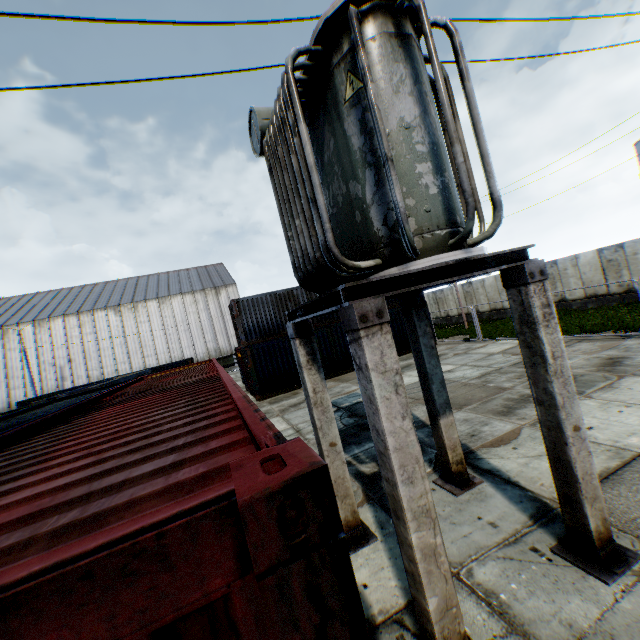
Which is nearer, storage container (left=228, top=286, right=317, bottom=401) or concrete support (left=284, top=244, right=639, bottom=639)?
concrete support (left=284, top=244, right=639, bottom=639)

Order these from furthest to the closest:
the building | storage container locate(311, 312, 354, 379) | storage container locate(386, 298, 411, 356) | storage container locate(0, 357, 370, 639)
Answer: the building
storage container locate(386, 298, 411, 356)
storage container locate(311, 312, 354, 379)
storage container locate(0, 357, 370, 639)

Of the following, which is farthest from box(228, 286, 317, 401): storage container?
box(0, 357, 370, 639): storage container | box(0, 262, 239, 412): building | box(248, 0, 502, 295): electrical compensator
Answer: box(0, 262, 239, 412): building

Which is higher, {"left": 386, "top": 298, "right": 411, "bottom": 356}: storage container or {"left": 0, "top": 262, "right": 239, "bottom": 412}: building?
{"left": 0, "top": 262, "right": 239, "bottom": 412}: building

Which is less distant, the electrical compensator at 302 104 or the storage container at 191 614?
the storage container at 191 614

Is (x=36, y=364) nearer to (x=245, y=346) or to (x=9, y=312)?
(x=9, y=312)

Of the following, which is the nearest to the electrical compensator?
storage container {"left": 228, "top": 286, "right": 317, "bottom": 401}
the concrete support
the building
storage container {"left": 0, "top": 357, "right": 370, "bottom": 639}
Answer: the concrete support

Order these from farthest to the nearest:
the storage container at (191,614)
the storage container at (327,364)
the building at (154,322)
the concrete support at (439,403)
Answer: the building at (154,322) → the storage container at (327,364) → the concrete support at (439,403) → the storage container at (191,614)
